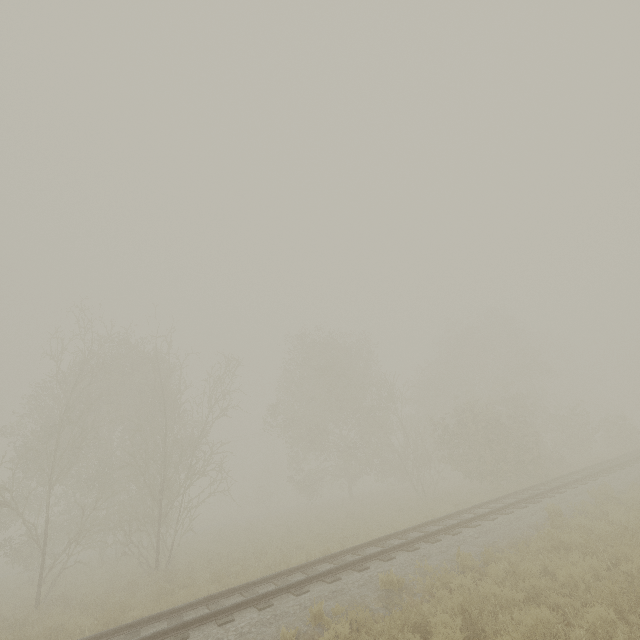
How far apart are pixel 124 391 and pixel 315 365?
15.7m
